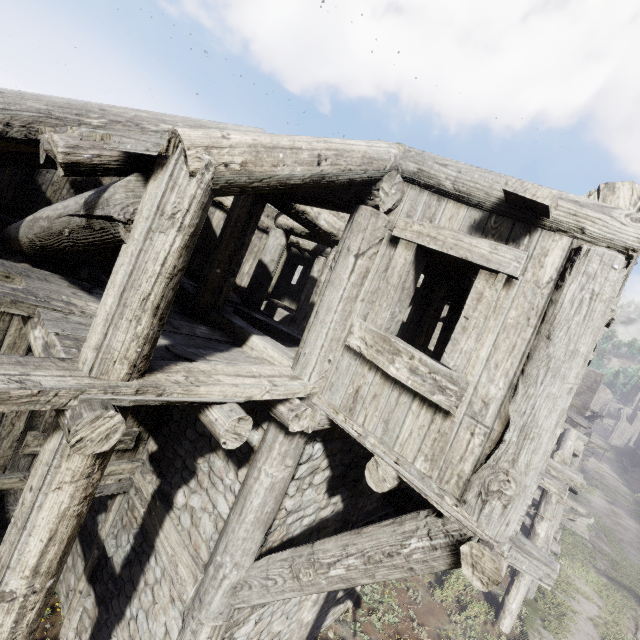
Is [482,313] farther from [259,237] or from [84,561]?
[259,237]

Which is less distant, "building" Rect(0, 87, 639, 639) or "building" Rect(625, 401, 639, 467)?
"building" Rect(0, 87, 639, 639)

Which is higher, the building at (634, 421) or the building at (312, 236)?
the building at (634, 421)

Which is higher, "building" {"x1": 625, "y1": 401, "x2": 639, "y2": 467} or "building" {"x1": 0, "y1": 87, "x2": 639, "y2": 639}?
"building" {"x1": 625, "y1": 401, "x2": 639, "y2": 467}

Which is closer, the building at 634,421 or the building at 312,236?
the building at 312,236
